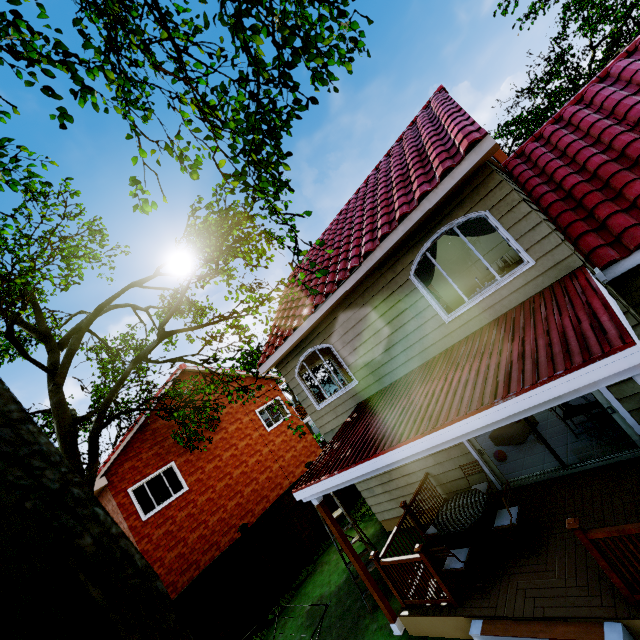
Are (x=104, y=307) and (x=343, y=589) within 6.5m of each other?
no

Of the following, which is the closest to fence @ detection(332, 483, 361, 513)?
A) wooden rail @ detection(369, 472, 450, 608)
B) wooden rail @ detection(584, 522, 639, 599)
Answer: wooden rail @ detection(369, 472, 450, 608)

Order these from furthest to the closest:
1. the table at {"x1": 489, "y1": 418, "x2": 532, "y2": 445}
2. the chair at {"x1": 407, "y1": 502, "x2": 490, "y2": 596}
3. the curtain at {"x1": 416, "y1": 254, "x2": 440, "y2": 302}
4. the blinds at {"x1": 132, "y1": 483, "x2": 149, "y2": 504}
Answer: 1. the blinds at {"x1": 132, "y1": 483, "x2": 149, "y2": 504}
2. the table at {"x1": 489, "y1": 418, "x2": 532, "y2": 445}
3. the curtain at {"x1": 416, "y1": 254, "x2": 440, "y2": 302}
4. the chair at {"x1": 407, "y1": 502, "x2": 490, "y2": 596}

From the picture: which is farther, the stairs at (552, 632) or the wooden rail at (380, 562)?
the wooden rail at (380, 562)

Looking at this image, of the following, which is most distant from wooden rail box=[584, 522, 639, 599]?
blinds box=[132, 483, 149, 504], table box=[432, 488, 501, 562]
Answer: blinds box=[132, 483, 149, 504]

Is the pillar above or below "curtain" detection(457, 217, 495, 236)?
below

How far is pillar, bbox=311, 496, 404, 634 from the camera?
6.07m

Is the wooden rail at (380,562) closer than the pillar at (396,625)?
Yes
